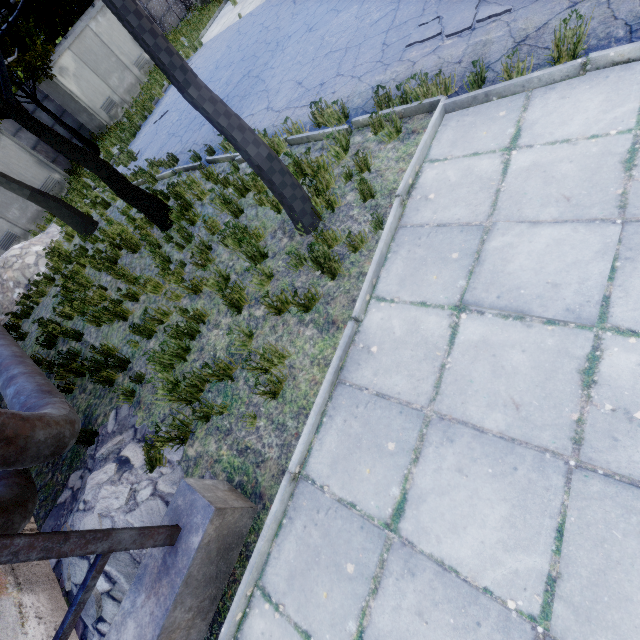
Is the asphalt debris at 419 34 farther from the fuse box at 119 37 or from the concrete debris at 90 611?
the fuse box at 119 37

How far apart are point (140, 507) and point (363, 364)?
3.1m

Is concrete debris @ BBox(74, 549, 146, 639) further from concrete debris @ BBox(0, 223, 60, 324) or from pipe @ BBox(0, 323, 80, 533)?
concrete debris @ BBox(0, 223, 60, 324)

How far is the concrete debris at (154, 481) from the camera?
3.8 meters

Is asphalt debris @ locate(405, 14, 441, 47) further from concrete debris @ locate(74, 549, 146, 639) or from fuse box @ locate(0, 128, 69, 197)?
fuse box @ locate(0, 128, 69, 197)

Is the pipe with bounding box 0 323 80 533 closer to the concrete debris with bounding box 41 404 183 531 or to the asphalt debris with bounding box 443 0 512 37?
the concrete debris with bounding box 41 404 183 531

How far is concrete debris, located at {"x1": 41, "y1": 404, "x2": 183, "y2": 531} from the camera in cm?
375
